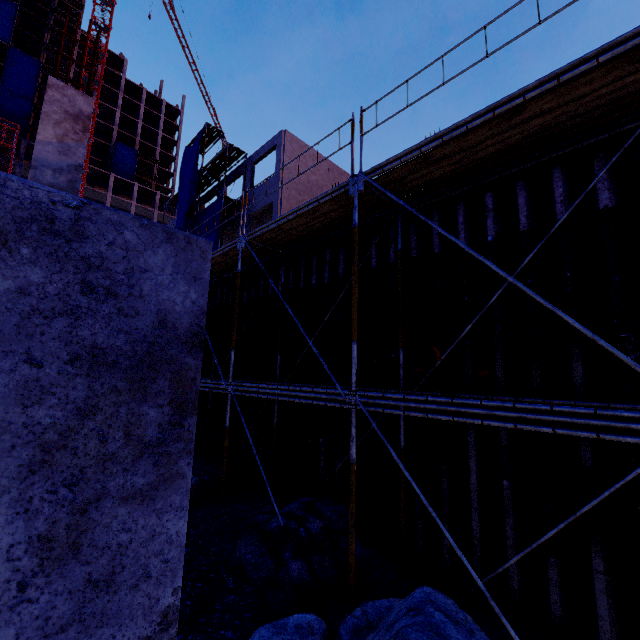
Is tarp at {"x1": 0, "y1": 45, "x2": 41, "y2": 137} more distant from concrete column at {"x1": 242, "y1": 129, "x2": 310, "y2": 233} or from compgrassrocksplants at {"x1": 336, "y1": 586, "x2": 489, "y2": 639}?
compgrassrocksplants at {"x1": 336, "y1": 586, "x2": 489, "y2": 639}

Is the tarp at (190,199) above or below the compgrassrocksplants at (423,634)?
above

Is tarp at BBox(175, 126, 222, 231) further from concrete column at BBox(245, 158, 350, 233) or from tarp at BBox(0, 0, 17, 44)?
tarp at BBox(0, 0, 17, 44)

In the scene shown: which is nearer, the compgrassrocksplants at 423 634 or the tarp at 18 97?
the compgrassrocksplants at 423 634

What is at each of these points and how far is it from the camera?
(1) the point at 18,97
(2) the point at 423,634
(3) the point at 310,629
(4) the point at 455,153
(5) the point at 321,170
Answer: (1) tarp, 52.3 meters
(2) compgrassrocksplants, 2.3 meters
(3) compgrassrocksplants, 3.1 meters
(4) scaffolding, 5.3 meters
(5) concrete column, 22.6 meters

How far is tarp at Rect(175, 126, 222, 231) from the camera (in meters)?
22.88

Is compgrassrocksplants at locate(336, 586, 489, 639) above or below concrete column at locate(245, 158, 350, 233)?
below

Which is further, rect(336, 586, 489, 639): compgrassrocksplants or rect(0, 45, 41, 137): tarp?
rect(0, 45, 41, 137): tarp
